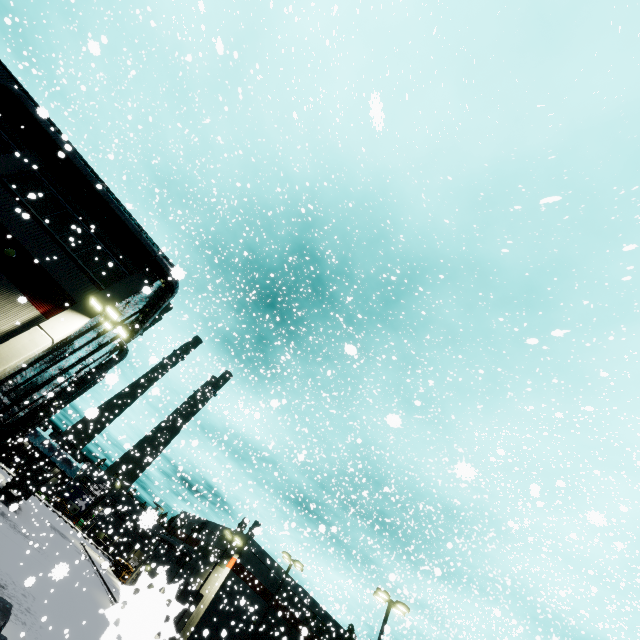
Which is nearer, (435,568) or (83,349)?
(435,568)

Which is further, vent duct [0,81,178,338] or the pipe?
the pipe

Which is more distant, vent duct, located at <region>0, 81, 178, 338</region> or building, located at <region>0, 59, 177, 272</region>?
vent duct, located at <region>0, 81, 178, 338</region>

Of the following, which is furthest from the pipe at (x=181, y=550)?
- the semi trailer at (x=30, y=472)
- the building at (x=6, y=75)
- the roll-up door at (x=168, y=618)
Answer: the roll-up door at (x=168, y=618)

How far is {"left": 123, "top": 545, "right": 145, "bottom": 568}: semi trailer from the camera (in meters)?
33.80

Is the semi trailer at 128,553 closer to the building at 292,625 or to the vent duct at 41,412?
the building at 292,625

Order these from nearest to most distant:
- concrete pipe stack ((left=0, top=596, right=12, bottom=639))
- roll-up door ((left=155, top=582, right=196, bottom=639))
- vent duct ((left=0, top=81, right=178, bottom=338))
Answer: roll-up door ((left=155, top=582, right=196, bottom=639))
concrete pipe stack ((left=0, top=596, right=12, bottom=639))
vent duct ((left=0, top=81, right=178, bottom=338))

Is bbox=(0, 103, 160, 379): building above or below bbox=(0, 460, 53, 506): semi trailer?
above
